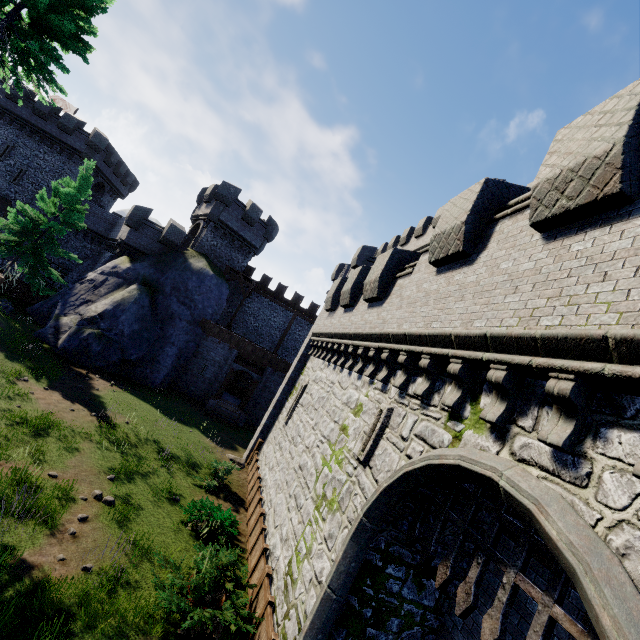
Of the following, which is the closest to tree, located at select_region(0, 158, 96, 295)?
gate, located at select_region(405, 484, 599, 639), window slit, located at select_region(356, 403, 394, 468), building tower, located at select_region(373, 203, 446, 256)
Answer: building tower, located at select_region(373, 203, 446, 256)

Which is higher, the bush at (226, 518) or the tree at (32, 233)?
the tree at (32, 233)

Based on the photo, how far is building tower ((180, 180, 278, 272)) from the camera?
28.5 meters

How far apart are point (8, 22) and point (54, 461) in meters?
17.7 m

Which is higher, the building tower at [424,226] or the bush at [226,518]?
the building tower at [424,226]

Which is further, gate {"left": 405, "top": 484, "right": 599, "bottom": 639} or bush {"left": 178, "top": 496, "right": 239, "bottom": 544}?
bush {"left": 178, "top": 496, "right": 239, "bottom": 544}

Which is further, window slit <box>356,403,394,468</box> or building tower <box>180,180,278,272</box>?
building tower <box>180,180,278,272</box>

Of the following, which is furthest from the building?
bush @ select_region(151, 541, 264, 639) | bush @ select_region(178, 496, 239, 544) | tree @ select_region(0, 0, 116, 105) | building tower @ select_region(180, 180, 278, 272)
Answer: bush @ select_region(151, 541, 264, 639)
